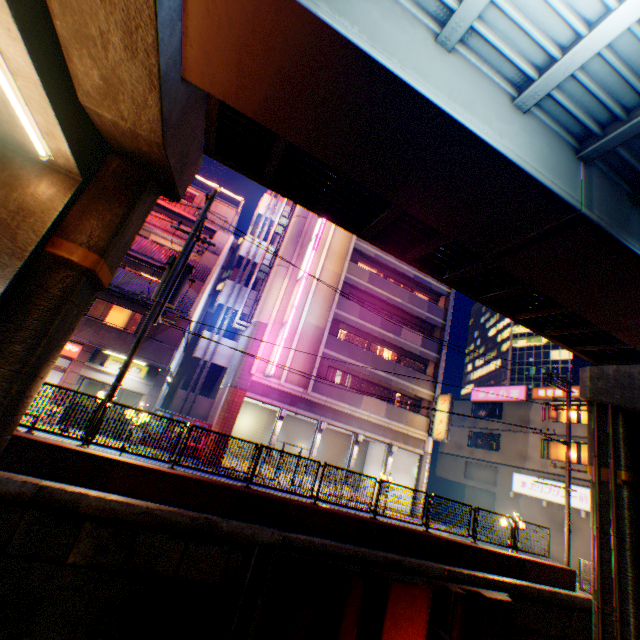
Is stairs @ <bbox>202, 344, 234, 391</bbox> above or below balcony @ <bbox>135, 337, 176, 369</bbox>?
above

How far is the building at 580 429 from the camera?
23.7m

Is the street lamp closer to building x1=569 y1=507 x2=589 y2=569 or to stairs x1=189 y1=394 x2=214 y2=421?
stairs x1=189 y1=394 x2=214 y2=421

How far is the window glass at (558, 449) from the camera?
25.44m

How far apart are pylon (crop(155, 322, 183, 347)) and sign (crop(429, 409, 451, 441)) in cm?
1861

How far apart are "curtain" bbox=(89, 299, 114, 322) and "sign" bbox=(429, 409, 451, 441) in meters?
22.9

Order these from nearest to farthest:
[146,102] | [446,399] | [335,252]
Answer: [146,102], [446,399], [335,252]

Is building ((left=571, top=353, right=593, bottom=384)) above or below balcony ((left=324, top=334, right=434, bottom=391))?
above
